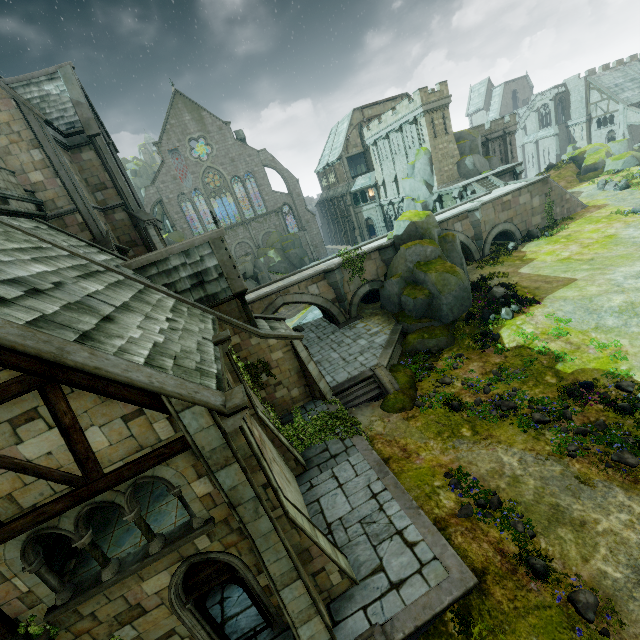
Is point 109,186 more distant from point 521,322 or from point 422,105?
point 422,105

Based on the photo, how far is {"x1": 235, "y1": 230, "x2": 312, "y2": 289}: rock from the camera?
43.8m

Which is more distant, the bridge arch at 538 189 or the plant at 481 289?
the bridge arch at 538 189

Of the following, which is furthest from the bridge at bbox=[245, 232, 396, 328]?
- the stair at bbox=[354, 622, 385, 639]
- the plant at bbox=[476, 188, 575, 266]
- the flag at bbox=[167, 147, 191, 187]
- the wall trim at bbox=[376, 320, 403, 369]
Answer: the flag at bbox=[167, 147, 191, 187]

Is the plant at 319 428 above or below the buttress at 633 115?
below

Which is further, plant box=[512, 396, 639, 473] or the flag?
the flag

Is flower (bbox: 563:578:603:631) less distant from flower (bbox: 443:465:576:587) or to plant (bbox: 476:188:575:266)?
flower (bbox: 443:465:576:587)

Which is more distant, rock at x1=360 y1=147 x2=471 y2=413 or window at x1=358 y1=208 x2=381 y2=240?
window at x1=358 y1=208 x2=381 y2=240
